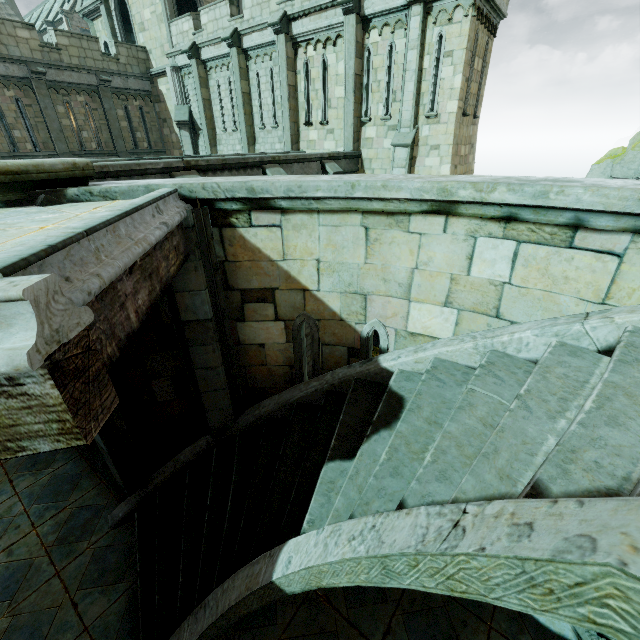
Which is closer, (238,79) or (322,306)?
(322,306)

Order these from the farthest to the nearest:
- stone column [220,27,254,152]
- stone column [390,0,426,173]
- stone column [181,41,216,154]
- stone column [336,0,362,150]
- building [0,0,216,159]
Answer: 1. stone column [181,41,216,154]
2. building [0,0,216,159]
3. stone column [220,27,254,152]
4. stone column [336,0,362,150]
5. stone column [390,0,426,173]

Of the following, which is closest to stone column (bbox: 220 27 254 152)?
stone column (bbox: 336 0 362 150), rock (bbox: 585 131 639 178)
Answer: stone column (bbox: 336 0 362 150)

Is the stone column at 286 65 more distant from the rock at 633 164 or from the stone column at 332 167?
the rock at 633 164

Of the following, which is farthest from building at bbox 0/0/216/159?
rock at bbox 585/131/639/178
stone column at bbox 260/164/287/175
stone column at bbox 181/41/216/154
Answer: rock at bbox 585/131/639/178

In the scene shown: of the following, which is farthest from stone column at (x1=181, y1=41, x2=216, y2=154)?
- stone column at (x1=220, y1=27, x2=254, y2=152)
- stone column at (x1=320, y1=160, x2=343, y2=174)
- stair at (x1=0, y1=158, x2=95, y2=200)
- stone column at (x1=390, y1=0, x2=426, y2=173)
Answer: stair at (x1=0, y1=158, x2=95, y2=200)

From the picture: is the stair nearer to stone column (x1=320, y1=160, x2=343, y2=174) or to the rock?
stone column (x1=320, y1=160, x2=343, y2=174)

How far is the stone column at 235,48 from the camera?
15.62m
